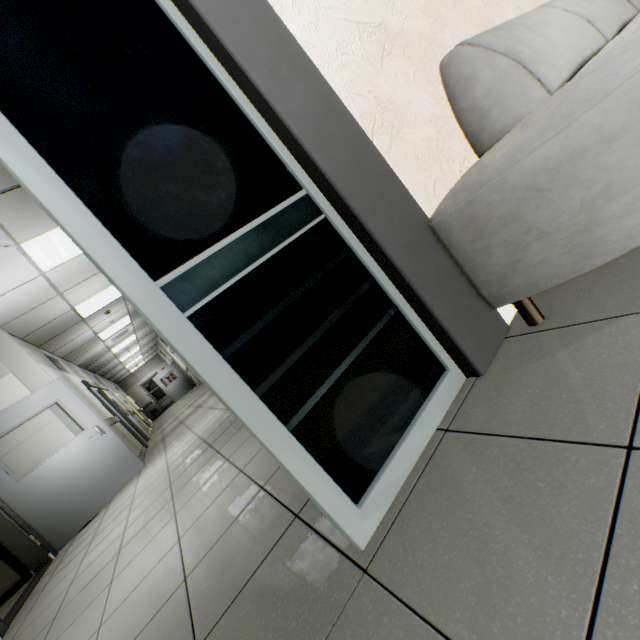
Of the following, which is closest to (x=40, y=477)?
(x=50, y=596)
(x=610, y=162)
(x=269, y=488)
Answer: (x=50, y=596)

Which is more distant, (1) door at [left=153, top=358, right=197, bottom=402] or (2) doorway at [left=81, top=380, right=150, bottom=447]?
(1) door at [left=153, top=358, right=197, bottom=402]

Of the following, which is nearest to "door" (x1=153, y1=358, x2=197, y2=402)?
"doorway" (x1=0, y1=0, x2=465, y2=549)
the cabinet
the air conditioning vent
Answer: the cabinet

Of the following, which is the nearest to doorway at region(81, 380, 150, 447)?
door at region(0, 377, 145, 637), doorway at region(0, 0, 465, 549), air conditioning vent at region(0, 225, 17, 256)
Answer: door at region(0, 377, 145, 637)

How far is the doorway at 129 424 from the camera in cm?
819

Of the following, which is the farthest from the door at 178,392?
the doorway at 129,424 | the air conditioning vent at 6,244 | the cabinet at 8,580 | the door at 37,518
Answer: the air conditioning vent at 6,244

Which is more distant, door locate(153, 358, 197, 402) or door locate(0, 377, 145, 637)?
door locate(153, 358, 197, 402)

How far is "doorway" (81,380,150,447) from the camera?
8.2 meters
